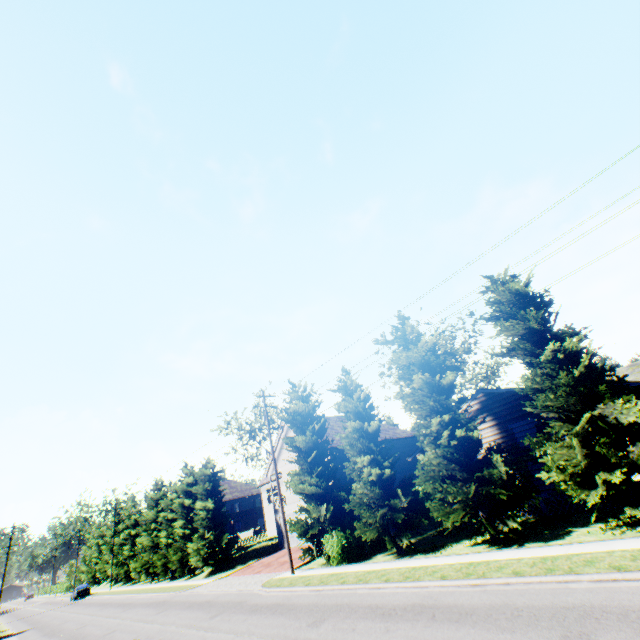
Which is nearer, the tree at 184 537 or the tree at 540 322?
the tree at 540 322

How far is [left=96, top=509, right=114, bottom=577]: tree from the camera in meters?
53.3

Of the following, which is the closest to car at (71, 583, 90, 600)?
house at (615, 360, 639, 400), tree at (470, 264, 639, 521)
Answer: tree at (470, 264, 639, 521)

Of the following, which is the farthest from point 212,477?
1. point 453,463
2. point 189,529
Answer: point 453,463

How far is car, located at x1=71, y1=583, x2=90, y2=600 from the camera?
47.5m

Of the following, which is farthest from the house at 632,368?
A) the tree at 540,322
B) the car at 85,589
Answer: the car at 85,589
